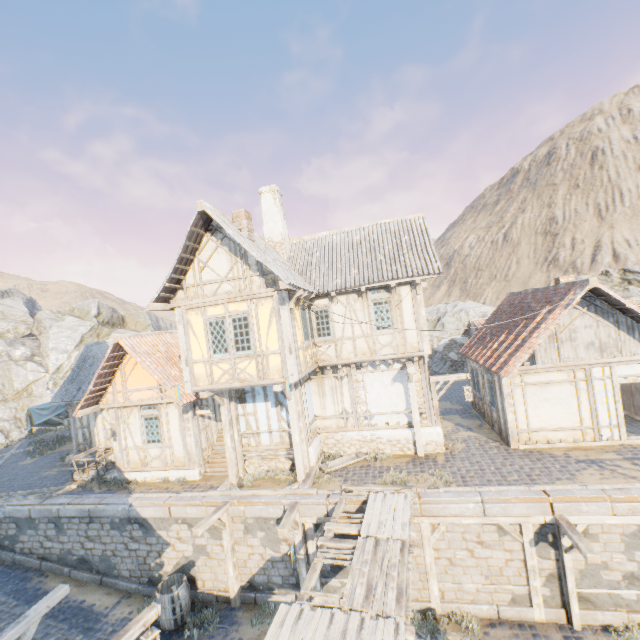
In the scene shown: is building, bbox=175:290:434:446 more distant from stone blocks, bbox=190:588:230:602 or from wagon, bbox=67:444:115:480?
wagon, bbox=67:444:115:480

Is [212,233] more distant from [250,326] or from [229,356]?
[229,356]

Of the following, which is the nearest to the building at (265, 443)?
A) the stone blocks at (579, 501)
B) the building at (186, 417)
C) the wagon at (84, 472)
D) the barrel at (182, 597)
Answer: the building at (186, 417)

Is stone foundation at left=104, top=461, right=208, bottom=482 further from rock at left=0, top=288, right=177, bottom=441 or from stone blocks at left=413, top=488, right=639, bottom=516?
rock at left=0, top=288, right=177, bottom=441

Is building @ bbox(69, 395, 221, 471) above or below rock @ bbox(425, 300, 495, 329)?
below

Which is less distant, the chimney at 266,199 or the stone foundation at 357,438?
the stone foundation at 357,438

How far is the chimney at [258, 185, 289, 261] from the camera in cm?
1477

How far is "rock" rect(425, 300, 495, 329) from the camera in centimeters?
3241cm
